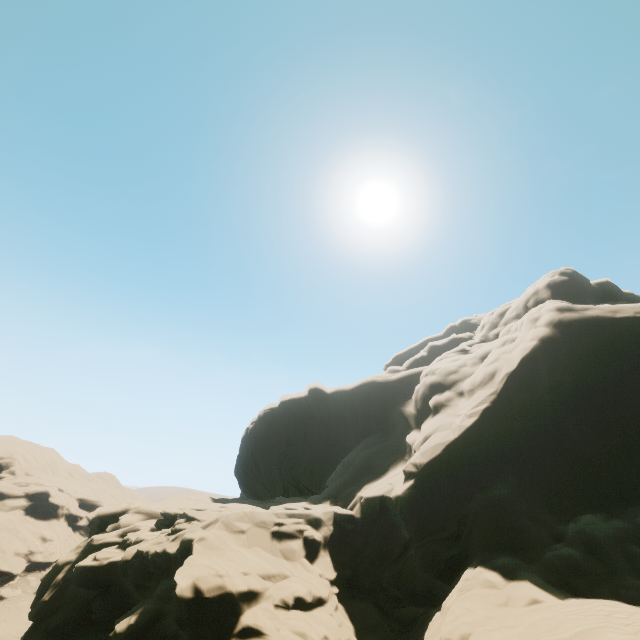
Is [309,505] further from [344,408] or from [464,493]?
[344,408]
